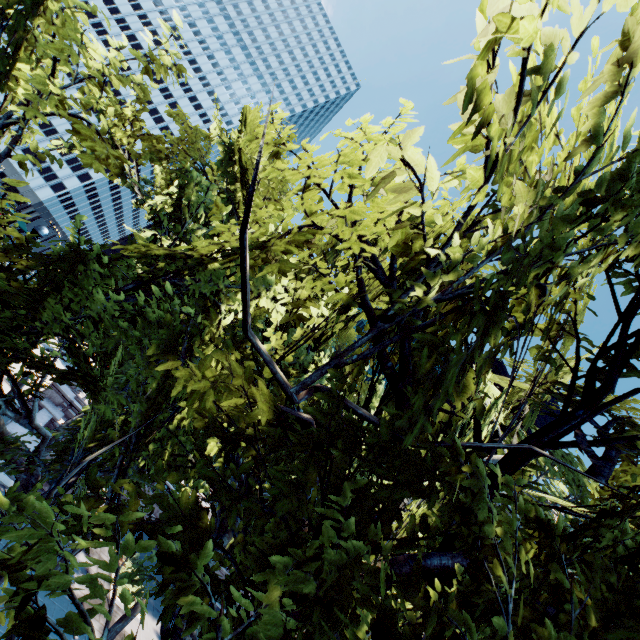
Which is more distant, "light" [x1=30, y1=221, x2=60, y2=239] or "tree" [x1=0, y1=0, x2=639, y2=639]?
"light" [x1=30, y1=221, x2=60, y2=239]

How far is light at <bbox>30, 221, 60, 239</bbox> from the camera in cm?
1171

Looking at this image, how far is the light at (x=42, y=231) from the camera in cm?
1171

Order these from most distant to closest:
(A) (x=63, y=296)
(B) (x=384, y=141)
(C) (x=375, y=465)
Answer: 1. (A) (x=63, y=296)
2. (B) (x=384, y=141)
3. (C) (x=375, y=465)

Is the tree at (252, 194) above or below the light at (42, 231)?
below

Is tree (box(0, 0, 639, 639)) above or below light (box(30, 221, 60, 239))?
below
